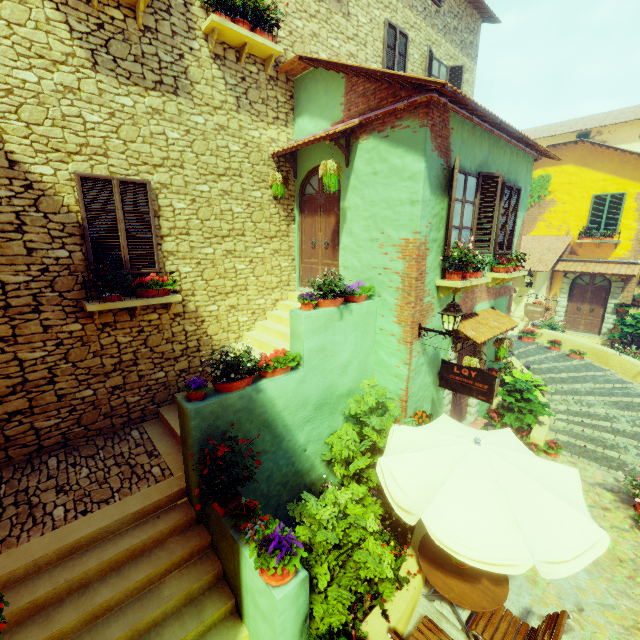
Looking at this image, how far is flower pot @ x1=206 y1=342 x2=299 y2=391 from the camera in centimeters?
459cm

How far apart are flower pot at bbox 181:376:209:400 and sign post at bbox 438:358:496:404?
4.18m

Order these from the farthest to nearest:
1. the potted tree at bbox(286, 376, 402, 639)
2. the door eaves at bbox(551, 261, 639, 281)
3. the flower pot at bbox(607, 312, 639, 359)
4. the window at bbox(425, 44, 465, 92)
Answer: the door eaves at bbox(551, 261, 639, 281) < the flower pot at bbox(607, 312, 639, 359) < the window at bbox(425, 44, 465, 92) < the potted tree at bbox(286, 376, 402, 639)

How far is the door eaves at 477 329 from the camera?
6.9 meters

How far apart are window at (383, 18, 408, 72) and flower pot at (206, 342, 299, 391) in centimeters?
925cm

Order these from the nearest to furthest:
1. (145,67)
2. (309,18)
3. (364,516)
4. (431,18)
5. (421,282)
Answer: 1. (364,516)
2. (145,67)
3. (421,282)
4. (309,18)
5. (431,18)

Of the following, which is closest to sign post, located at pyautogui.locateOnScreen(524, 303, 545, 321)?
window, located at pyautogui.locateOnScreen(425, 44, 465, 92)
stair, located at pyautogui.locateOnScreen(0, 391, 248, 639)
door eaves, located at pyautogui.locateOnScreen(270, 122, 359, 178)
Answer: door eaves, located at pyautogui.locateOnScreen(270, 122, 359, 178)

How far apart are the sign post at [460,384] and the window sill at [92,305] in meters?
5.0 m
